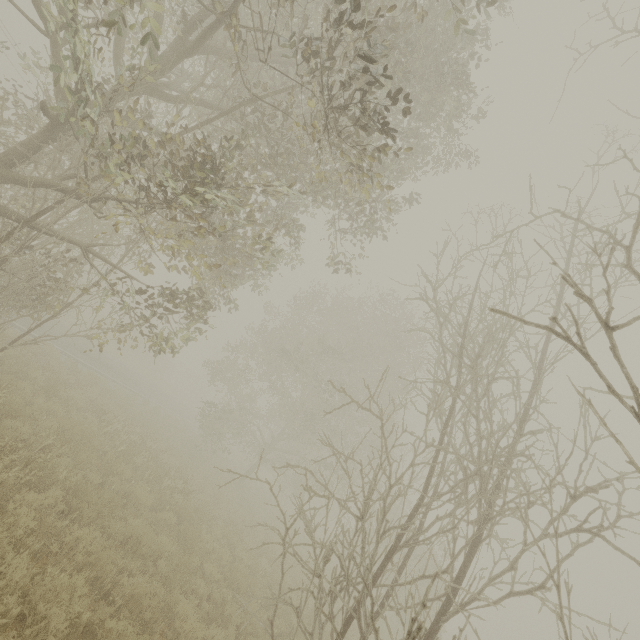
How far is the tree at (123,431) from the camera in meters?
10.3

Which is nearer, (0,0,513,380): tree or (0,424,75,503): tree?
(0,0,513,380): tree

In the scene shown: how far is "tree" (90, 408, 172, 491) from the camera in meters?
10.3

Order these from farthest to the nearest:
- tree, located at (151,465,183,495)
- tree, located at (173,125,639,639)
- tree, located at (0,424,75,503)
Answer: tree, located at (151,465,183,495) < tree, located at (0,424,75,503) < tree, located at (173,125,639,639)

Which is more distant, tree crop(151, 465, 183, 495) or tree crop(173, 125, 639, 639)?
tree crop(151, 465, 183, 495)

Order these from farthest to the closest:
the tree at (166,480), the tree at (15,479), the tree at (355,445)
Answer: the tree at (166,480), the tree at (15,479), the tree at (355,445)

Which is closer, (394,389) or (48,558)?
(48,558)
